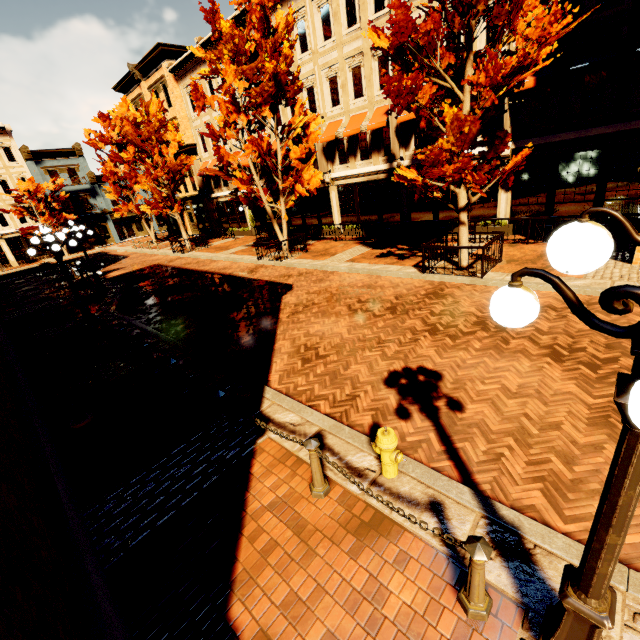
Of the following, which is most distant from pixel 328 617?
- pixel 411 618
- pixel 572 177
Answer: pixel 572 177

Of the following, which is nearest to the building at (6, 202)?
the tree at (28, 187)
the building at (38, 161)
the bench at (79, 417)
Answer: the building at (38, 161)

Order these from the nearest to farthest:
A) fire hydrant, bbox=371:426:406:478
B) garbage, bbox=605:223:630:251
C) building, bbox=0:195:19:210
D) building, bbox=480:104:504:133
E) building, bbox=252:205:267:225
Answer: fire hydrant, bbox=371:426:406:478 < garbage, bbox=605:223:630:251 < building, bbox=480:104:504:133 < building, bbox=252:205:267:225 < building, bbox=0:195:19:210

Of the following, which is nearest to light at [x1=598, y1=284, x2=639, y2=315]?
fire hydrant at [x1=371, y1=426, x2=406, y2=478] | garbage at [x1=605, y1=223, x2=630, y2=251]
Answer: fire hydrant at [x1=371, y1=426, x2=406, y2=478]

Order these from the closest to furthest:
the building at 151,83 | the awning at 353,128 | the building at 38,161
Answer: the awning at 353,128
the building at 151,83
the building at 38,161

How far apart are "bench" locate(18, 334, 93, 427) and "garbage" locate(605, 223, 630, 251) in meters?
15.2 m

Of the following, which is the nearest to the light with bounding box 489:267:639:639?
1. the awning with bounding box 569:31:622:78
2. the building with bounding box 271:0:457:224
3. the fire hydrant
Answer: the fire hydrant

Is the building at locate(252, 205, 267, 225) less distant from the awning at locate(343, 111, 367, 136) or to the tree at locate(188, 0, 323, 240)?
the awning at locate(343, 111, 367, 136)
